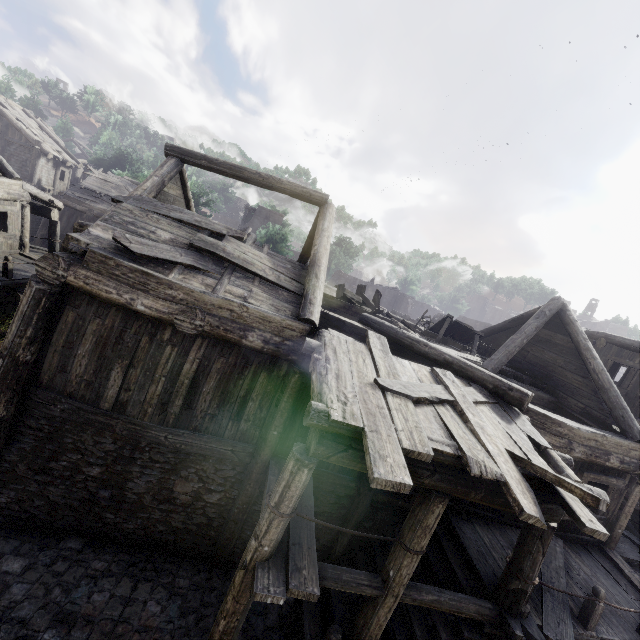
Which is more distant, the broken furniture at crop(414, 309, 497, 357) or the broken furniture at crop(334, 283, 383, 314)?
the broken furniture at crop(334, 283, 383, 314)

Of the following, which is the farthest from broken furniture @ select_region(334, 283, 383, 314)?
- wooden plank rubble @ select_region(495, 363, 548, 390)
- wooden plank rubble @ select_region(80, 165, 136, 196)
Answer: wooden plank rubble @ select_region(80, 165, 136, 196)

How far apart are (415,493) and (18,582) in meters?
7.9

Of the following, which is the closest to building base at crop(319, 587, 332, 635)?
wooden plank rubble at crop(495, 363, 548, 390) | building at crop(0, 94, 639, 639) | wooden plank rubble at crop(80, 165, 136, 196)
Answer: building at crop(0, 94, 639, 639)

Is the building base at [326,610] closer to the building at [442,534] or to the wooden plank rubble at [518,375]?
the building at [442,534]

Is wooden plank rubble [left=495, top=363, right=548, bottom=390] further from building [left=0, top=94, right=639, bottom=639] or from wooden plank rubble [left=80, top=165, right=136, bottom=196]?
wooden plank rubble [left=80, top=165, right=136, bottom=196]

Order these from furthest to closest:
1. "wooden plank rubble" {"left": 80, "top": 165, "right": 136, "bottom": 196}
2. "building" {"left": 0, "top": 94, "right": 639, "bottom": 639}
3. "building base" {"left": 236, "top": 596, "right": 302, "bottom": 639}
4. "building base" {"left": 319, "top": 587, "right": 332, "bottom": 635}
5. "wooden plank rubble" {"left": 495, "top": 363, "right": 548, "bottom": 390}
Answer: "wooden plank rubble" {"left": 80, "top": 165, "right": 136, "bottom": 196} → "wooden plank rubble" {"left": 495, "top": 363, "right": 548, "bottom": 390} → "building base" {"left": 319, "top": 587, "right": 332, "bottom": 635} → "building base" {"left": 236, "top": 596, "right": 302, "bottom": 639} → "building" {"left": 0, "top": 94, "right": 639, "bottom": 639}
